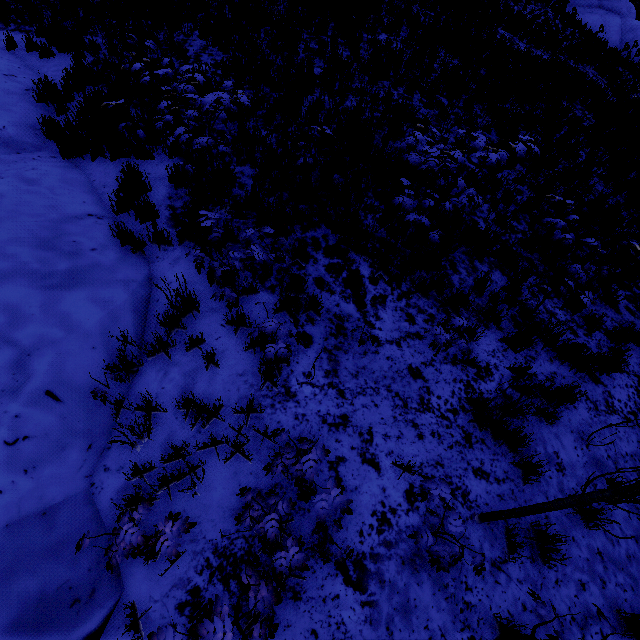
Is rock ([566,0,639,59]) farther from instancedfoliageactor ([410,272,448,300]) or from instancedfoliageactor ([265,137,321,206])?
instancedfoliageactor ([410,272,448,300])

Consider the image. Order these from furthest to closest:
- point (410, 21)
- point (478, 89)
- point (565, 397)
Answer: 1. point (410, 21)
2. point (478, 89)
3. point (565, 397)

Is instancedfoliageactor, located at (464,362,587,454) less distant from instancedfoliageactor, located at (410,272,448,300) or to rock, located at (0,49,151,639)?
rock, located at (0,49,151,639)

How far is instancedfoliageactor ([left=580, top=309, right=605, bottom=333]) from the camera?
5.3 meters

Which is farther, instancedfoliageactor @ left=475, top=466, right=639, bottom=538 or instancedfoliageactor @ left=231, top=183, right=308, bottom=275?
instancedfoliageactor @ left=231, top=183, right=308, bottom=275

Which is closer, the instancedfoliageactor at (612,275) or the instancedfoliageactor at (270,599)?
the instancedfoliageactor at (270,599)

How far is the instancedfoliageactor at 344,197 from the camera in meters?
5.5

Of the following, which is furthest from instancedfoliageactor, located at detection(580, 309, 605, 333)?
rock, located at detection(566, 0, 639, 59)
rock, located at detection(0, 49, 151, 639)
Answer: rock, located at detection(566, 0, 639, 59)
